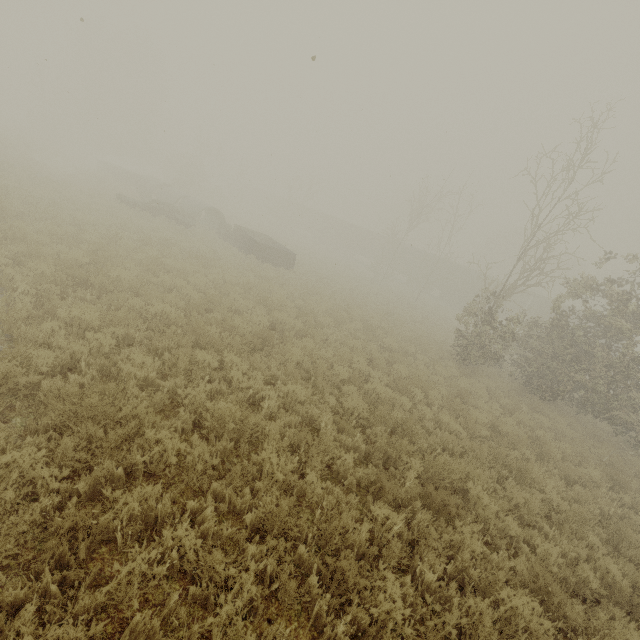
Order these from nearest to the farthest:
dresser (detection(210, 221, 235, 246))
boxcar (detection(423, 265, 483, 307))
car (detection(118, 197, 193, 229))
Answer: car (detection(118, 197, 193, 229)) → dresser (detection(210, 221, 235, 246)) → boxcar (detection(423, 265, 483, 307))

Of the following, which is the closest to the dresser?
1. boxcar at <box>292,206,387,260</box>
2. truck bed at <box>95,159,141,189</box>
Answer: truck bed at <box>95,159,141,189</box>

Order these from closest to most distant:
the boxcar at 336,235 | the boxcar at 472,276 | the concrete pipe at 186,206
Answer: the concrete pipe at 186,206 → the boxcar at 472,276 → the boxcar at 336,235

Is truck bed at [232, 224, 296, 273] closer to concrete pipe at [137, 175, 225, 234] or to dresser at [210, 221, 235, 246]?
dresser at [210, 221, 235, 246]

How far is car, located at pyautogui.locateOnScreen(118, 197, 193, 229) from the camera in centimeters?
1917cm

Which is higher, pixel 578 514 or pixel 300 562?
pixel 578 514

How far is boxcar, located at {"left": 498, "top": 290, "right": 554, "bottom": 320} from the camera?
33.2 meters

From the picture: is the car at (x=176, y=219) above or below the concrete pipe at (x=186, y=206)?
below
